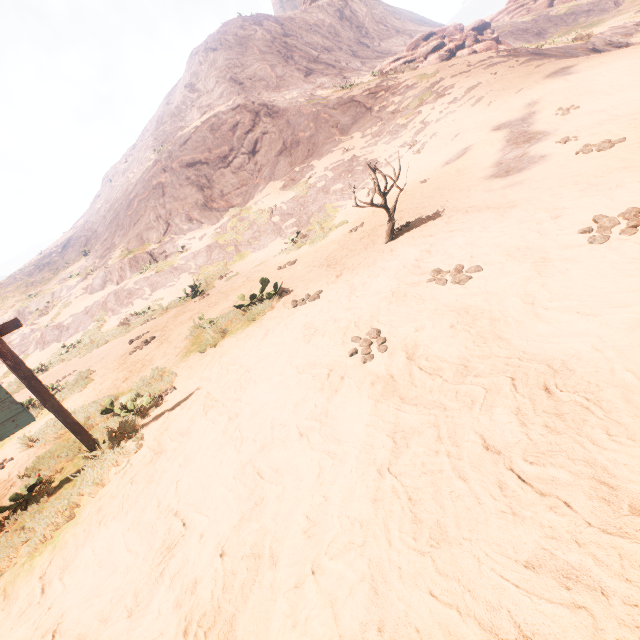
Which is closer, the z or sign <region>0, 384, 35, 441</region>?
the z

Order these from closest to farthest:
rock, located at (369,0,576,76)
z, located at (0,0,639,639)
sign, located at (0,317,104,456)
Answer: z, located at (0,0,639,639)
sign, located at (0,317,104,456)
rock, located at (369,0,576,76)

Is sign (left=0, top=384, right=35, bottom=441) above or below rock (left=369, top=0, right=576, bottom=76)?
below

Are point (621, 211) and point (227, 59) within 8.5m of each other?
no

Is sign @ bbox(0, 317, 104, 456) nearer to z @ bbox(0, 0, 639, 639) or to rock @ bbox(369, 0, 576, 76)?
z @ bbox(0, 0, 639, 639)

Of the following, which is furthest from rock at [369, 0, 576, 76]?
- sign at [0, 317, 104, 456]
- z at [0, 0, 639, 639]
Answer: sign at [0, 317, 104, 456]

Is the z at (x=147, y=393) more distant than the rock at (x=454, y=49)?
No

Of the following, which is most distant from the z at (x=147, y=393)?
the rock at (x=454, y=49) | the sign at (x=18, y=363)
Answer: the rock at (x=454, y=49)
